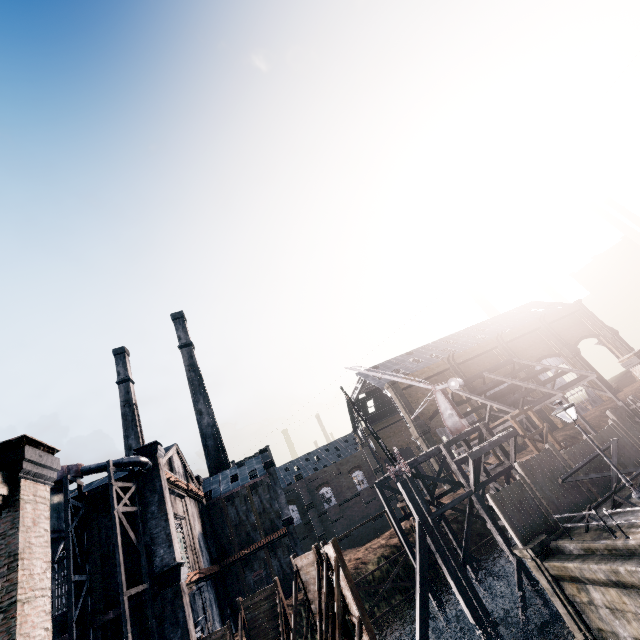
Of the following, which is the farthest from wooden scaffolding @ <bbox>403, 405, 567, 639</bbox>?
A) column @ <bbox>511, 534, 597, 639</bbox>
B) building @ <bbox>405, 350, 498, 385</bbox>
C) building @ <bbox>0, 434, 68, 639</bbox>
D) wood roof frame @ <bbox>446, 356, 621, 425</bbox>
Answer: building @ <bbox>0, 434, 68, 639</bbox>

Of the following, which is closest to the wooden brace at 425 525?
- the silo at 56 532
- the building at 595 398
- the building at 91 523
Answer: the building at 91 523

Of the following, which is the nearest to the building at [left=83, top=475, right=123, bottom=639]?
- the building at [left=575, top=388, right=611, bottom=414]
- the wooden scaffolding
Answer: the wooden scaffolding

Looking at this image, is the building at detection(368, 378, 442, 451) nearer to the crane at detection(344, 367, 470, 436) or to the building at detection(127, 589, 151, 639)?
the crane at detection(344, 367, 470, 436)

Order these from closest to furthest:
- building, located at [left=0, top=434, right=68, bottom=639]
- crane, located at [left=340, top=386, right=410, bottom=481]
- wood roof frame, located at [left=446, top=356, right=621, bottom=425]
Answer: building, located at [left=0, top=434, right=68, bottom=639] → crane, located at [left=340, top=386, right=410, bottom=481] → wood roof frame, located at [left=446, top=356, right=621, bottom=425]

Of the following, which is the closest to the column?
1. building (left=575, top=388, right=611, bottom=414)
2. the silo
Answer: the silo

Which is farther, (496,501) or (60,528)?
(60,528)

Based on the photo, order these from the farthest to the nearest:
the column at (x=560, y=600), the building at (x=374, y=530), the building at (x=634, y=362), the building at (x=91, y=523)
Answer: the building at (x=374, y=530) < the building at (x=634, y=362) < the building at (x=91, y=523) < the column at (x=560, y=600)
